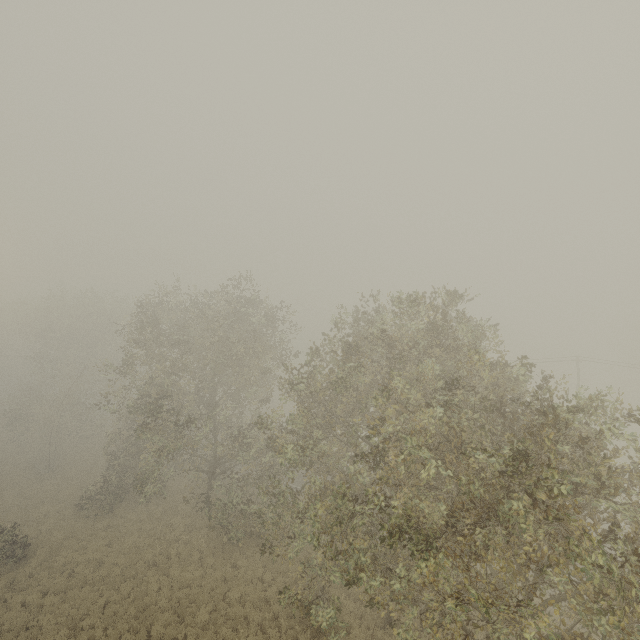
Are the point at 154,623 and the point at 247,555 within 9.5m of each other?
yes
